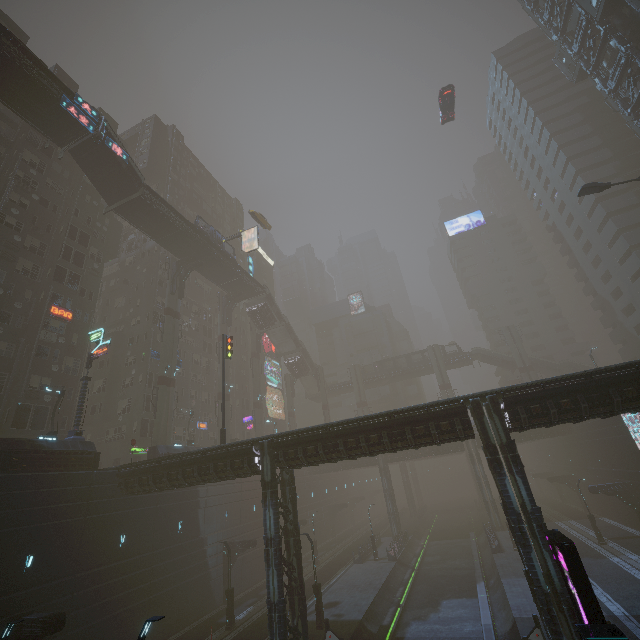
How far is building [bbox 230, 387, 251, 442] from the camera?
56.3 meters

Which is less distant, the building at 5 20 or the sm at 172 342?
the sm at 172 342

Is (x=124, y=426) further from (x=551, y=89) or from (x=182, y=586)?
(x=551, y=89)

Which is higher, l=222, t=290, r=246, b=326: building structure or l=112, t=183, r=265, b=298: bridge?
l=112, t=183, r=265, b=298: bridge

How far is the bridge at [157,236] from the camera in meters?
35.2 m

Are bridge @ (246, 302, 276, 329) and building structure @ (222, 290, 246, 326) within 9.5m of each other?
yes

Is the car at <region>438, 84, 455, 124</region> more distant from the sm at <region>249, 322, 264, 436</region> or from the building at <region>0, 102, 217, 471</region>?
the sm at <region>249, 322, 264, 436</region>

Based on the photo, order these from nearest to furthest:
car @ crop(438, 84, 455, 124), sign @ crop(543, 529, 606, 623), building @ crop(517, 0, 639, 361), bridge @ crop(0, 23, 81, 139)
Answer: sign @ crop(543, 529, 606, 623)
bridge @ crop(0, 23, 81, 139)
car @ crop(438, 84, 455, 124)
building @ crop(517, 0, 639, 361)
